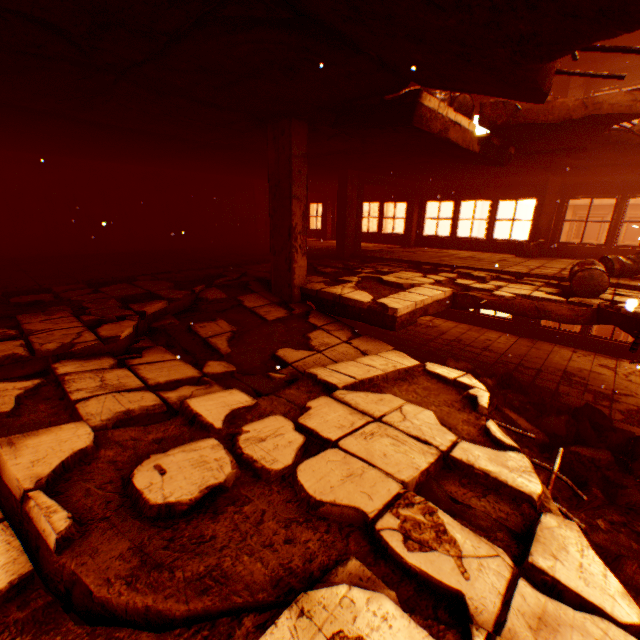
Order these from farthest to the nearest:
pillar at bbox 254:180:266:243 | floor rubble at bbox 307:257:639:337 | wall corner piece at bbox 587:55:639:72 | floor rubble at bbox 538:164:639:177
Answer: pillar at bbox 254:180:266:243
wall corner piece at bbox 587:55:639:72
floor rubble at bbox 538:164:639:177
floor rubble at bbox 307:257:639:337

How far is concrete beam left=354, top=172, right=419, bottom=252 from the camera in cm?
1097

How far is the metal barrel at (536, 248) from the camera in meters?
10.8 m

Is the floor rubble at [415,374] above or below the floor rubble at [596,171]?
below

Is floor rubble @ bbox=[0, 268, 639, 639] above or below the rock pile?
above

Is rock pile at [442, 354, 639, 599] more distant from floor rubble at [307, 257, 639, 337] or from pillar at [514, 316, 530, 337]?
pillar at [514, 316, 530, 337]

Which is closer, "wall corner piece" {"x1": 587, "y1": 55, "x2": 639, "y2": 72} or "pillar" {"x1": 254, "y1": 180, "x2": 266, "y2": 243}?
"wall corner piece" {"x1": 587, "y1": 55, "x2": 639, "y2": 72}

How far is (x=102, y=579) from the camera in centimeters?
118cm
